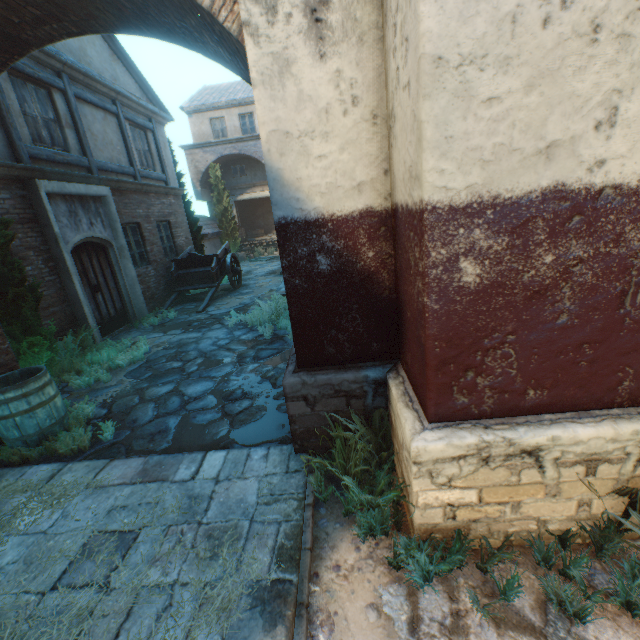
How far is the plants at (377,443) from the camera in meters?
2.5 m

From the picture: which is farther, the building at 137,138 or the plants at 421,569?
the building at 137,138

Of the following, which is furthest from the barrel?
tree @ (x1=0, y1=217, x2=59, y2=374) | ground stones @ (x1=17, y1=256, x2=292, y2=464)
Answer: tree @ (x1=0, y1=217, x2=59, y2=374)

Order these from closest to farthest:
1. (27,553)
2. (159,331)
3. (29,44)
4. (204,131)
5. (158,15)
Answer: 1. (27,553)
2. (158,15)
3. (29,44)
4. (159,331)
5. (204,131)

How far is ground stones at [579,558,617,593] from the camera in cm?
202

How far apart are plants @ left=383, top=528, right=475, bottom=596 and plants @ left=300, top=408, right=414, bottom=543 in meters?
0.2

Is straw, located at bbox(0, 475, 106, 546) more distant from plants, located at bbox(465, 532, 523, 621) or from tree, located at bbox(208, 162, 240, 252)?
tree, located at bbox(208, 162, 240, 252)

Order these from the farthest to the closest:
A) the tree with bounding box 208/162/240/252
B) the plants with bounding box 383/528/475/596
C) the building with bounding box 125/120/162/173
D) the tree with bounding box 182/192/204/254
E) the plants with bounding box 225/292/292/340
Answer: the tree with bounding box 208/162/240/252
the tree with bounding box 182/192/204/254
the building with bounding box 125/120/162/173
the plants with bounding box 225/292/292/340
the plants with bounding box 383/528/475/596
